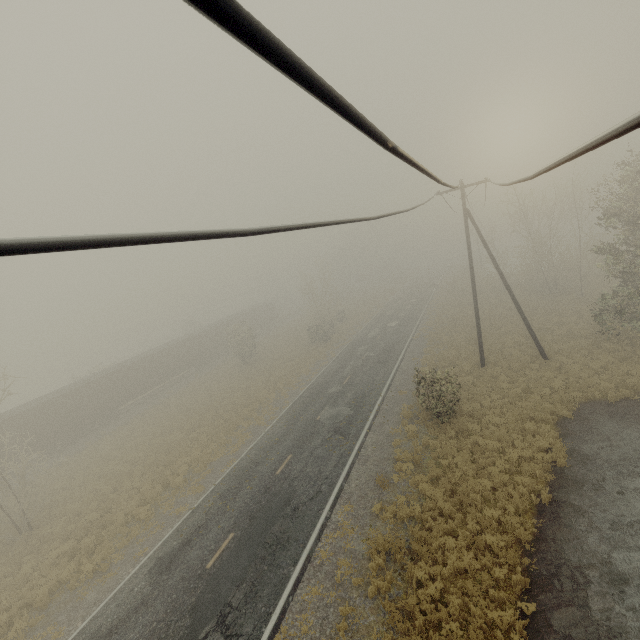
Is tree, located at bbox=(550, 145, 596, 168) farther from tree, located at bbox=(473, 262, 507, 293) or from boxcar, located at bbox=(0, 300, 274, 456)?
tree, located at bbox=(473, 262, 507, 293)

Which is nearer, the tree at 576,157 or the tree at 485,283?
the tree at 576,157

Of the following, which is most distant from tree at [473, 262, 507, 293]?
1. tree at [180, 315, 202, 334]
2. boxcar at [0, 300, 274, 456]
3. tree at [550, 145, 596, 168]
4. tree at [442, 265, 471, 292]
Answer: tree at [550, 145, 596, 168]

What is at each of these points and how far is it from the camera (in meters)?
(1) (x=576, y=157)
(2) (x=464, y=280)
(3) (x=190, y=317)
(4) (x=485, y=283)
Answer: (1) tree, 2.74
(2) tree, 49.19
(3) tree, 57.84
(4) tree, 42.12

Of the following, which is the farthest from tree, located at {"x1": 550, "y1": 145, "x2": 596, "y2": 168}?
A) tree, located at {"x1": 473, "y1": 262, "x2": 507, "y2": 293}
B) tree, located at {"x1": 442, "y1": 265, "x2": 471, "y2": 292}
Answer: tree, located at {"x1": 442, "y1": 265, "x2": 471, "y2": 292}

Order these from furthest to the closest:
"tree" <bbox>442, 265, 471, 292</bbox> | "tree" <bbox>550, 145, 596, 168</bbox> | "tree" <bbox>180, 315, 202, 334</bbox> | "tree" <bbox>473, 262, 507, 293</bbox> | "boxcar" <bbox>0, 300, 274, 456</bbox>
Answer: "tree" <bbox>180, 315, 202, 334</bbox> → "tree" <bbox>442, 265, 471, 292</bbox> → "tree" <bbox>473, 262, 507, 293</bbox> → "boxcar" <bbox>0, 300, 274, 456</bbox> → "tree" <bbox>550, 145, 596, 168</bbox>

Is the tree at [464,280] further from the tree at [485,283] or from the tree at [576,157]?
the tree at [576,157]

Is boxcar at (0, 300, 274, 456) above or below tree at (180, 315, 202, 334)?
below
